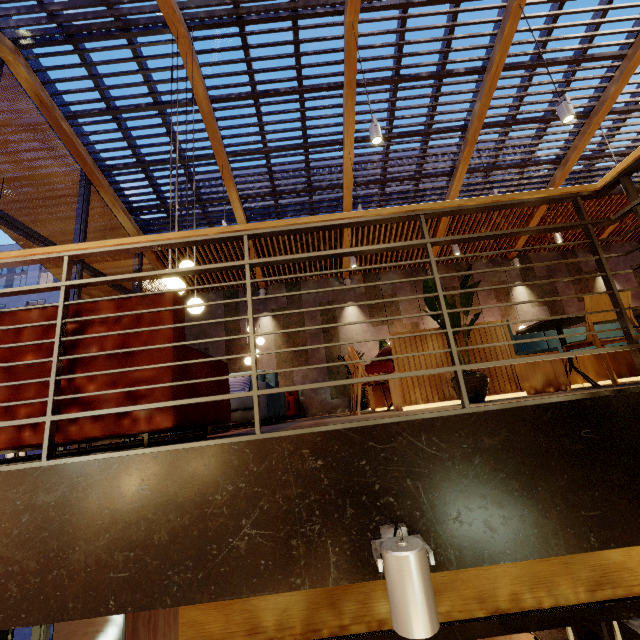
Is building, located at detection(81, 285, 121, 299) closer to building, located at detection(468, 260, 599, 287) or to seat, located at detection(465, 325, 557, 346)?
building, located at detection(468, 260, 599, 287)

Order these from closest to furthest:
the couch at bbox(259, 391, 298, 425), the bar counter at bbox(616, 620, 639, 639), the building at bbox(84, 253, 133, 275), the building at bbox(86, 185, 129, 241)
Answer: the couch at bbox(259, 391, 298, 425), the bar counter at bbox(616, 620, 639, 639), the building at bbox(86, 185, 129, 241), the building at bbox(84, 253, 133, 275)

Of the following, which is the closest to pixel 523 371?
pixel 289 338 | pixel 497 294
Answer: pixel 289 338

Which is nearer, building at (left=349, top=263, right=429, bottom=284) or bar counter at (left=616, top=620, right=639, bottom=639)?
bar counter at (left=616, top=620, right=639, bottom=639)

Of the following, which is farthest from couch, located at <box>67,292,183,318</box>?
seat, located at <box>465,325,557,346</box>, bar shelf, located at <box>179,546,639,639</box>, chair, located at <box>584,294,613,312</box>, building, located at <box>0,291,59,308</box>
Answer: building, located at <box>0,291,59,308</box>

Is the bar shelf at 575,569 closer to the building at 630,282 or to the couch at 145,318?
the building at 630,282

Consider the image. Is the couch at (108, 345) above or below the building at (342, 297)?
below

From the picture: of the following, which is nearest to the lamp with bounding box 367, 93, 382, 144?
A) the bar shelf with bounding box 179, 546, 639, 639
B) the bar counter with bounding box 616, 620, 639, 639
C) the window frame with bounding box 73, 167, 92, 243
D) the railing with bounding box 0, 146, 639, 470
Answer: the railing with bounding box 0, 146, 639, 470
